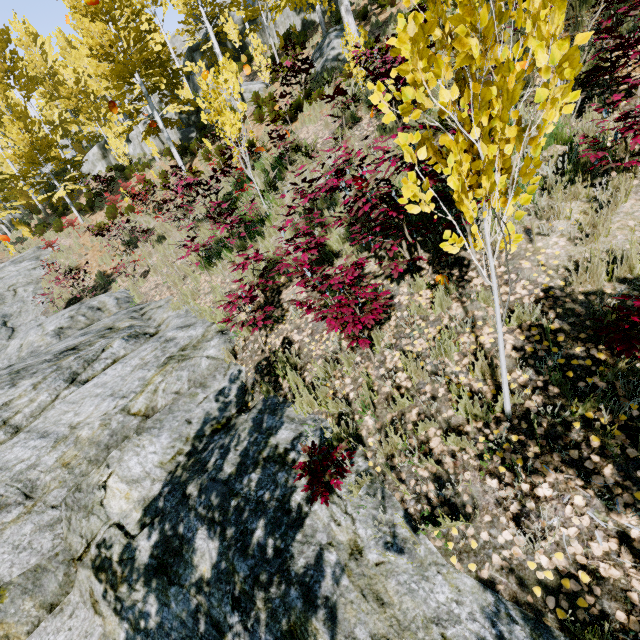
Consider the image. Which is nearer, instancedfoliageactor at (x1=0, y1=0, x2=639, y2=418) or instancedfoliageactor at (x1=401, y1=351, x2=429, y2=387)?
instancedfoliageactor at (x1=0, y1=0, x2=639, y2=418)

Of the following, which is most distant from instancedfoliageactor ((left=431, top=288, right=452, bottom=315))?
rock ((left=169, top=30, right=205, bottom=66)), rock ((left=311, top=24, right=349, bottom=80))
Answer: rock ((left=311, top=24, right=349, bottom=80))

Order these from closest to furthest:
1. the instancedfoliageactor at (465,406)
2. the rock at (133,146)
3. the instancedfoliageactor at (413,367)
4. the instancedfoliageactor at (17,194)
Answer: the instancedfoliageactor at (17,194), the instancedfoliageactor at (465,406), the instancedfoliageactor at (413,367), the rock at (133,146)

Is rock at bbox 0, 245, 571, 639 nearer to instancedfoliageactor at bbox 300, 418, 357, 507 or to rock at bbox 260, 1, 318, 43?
→ instancedfoliageactor at bbox 300, 418, 357, 507

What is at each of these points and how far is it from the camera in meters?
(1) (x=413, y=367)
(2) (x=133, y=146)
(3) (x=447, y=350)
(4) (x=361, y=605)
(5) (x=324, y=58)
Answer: (1) instancedfoliageactor, 3.5 m
(2) rock, 23.0 m
(3) instancedfoliageactor, 3.4 m
(4) rock, 2.4 m
(5) rock, 13.4 m

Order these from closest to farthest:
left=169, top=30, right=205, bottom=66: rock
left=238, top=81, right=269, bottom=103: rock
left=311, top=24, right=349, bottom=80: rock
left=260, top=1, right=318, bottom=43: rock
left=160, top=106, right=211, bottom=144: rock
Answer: left=311, top=24, right=349, bottom=80: rock, left=238, top=81, right=269, bottom=103: rock, left=160, top=106, right=211, bottom=144: rock, left=260, top=1, right=318, bottom=43: rock, left=169, top=30, right=205, bottom=66: rock

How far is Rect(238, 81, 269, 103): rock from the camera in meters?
17.0

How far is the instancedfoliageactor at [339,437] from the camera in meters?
2.9
